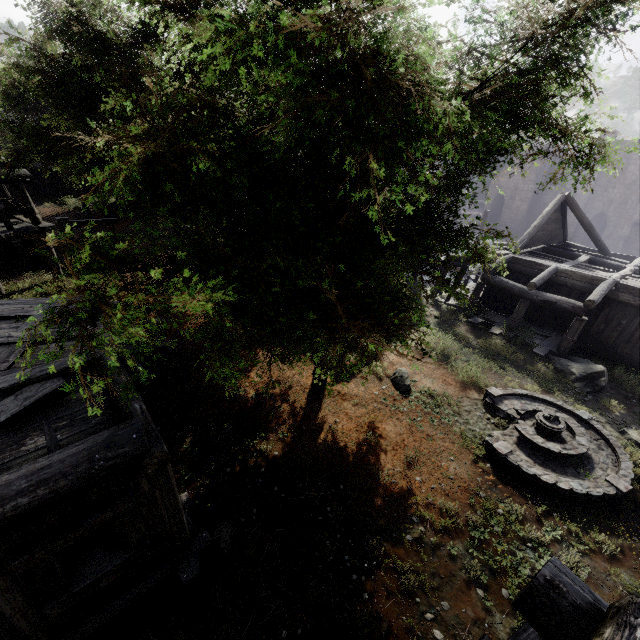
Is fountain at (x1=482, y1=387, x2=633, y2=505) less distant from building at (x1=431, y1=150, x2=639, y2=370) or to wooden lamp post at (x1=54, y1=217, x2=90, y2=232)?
building at (x1=431, y1=150, x2=639, y2=370)

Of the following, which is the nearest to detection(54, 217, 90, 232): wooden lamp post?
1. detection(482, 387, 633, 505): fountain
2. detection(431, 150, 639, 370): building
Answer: detection(431, 150, 639, 370): building

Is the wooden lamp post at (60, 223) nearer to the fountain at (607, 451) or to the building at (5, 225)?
the building at (5, 225)

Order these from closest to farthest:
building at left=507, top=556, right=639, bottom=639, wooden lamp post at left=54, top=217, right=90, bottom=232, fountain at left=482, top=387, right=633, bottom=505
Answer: building at left=507, top=556, right=639, bottom=639, fountain at left=482, top=387, right=633, bottom=505, wooden lamp post at left=54, top=217, right=90, bottom=232

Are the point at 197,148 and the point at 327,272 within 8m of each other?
yes

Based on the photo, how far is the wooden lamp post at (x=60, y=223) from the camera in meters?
9.1 m
